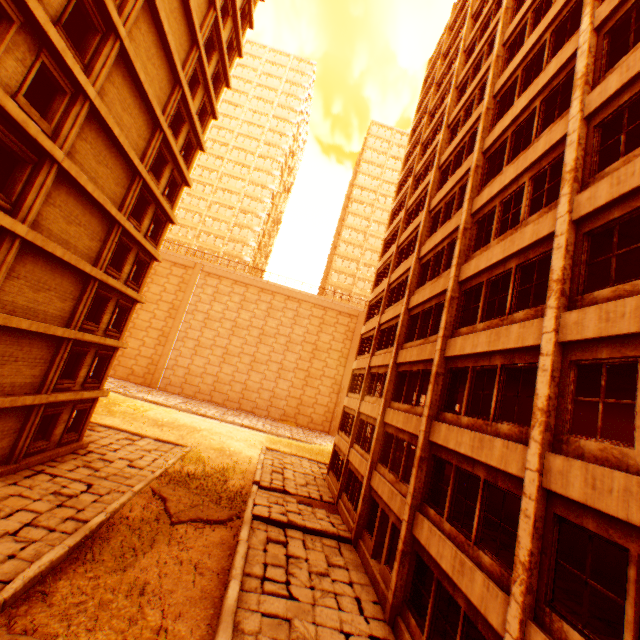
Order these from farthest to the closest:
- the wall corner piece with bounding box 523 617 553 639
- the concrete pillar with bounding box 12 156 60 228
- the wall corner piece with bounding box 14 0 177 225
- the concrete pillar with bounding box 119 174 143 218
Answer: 1. the concrete pillar with bounding box 119 174 143 218
2. the concrete pillar with bounding box 12 156 60 228
3. the wall corner piece with bounding box 14 0 177 225
4. the wall corner piece with bounding box 523 617 553 639

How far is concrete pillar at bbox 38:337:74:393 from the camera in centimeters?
1474cm

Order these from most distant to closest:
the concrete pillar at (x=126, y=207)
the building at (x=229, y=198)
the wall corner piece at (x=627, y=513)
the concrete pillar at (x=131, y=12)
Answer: the building at (x=229, y=198)
the concrete pillar at (x=126, y=207)
the concrete pillar at (x=131, y=12)
the wall corner piece at (x=627, y=513)

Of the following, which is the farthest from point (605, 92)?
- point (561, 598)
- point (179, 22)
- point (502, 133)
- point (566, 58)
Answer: point (179, 22)

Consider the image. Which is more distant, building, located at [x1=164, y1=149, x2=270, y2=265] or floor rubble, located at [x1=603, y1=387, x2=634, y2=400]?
building, located at [x1=164, y1=149, x2=270, y2=265]

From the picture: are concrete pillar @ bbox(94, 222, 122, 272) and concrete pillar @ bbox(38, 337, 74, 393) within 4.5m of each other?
yes

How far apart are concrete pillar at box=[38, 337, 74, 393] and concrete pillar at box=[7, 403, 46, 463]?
0.4m

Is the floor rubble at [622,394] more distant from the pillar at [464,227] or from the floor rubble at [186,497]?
the floor rubble at [186,497]
